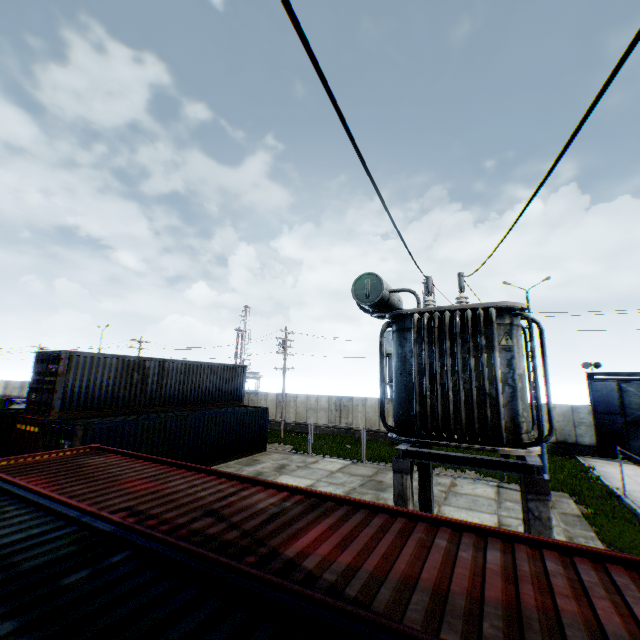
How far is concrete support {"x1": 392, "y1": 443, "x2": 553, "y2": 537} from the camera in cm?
497

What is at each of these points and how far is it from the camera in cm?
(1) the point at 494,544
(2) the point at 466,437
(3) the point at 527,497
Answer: (1) storage container, 405
(2) electrical compensator, 590
(3) concrete support, 507

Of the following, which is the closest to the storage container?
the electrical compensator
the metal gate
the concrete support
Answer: the concrete support

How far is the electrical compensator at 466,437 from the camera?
5.9m

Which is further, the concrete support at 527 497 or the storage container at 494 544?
the concrete support at 527 497

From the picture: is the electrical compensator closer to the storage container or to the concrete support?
the concrete support

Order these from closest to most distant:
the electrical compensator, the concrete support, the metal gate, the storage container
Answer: the storage container
the concrete support
the electrical compensator
the metal gate

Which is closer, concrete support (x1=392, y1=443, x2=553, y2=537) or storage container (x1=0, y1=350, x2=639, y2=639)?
storage container (x1=0, y1=350, x2=639, y2=639)
